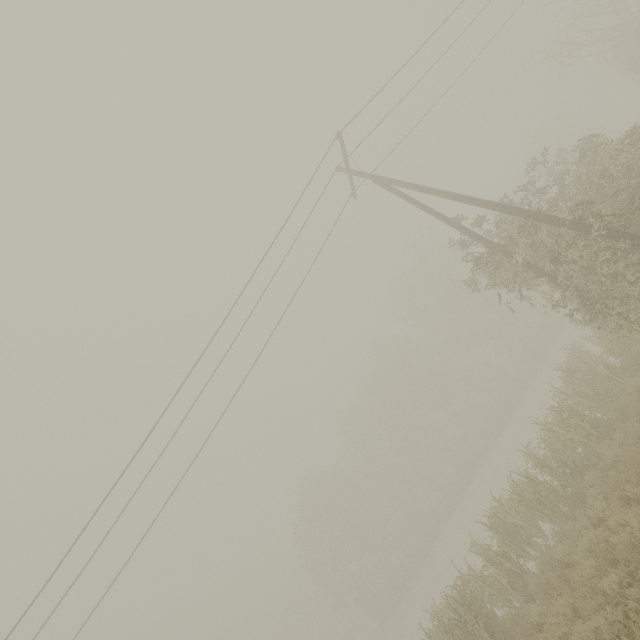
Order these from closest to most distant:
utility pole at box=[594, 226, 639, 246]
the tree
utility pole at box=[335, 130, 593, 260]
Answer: utility pole at box=[594, 226, 639, 246] < utility pole at box=[335, 130, 593, 260] < the tree

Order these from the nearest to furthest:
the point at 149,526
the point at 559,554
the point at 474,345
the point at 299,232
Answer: the point at 559,554 < the point at 149,526 < the point at 299,232 < the point at 474,345

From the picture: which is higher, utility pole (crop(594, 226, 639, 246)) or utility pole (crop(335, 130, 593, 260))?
utility pole (crop(335, 130, 593, 260))

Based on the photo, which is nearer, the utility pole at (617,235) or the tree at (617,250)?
the utility pole at (617,235)

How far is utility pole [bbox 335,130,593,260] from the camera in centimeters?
875cm

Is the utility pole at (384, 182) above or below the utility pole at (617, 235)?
above

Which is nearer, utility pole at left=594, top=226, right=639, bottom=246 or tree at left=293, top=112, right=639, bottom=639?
utility pole at left=594, top=226, right=639, bottom=246
